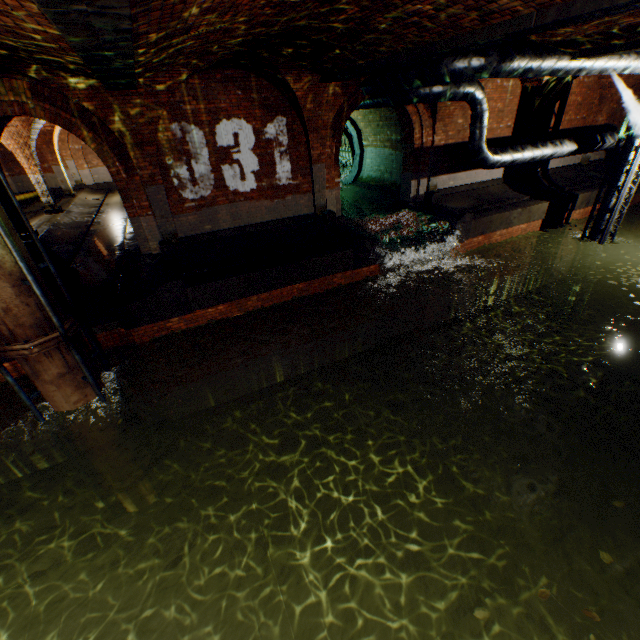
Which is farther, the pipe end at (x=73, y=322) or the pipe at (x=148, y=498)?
the pipe at (x=148, y=498)

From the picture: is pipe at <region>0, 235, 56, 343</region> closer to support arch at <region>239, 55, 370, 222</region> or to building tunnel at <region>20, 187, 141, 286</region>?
building tunnel at <region>20, 187, 141, 286</region>

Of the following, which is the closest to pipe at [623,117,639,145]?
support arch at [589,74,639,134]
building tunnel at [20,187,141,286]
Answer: support arch at [589,74,639,134]

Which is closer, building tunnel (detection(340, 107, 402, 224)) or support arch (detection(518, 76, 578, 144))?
support arch (detection(518, 76, 578, 144))

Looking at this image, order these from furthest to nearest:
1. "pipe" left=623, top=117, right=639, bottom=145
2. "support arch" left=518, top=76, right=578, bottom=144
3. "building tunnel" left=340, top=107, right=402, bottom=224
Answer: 1. "building tunnel" left=340, top=107, right=402, bottom=224
2. "support arch" left=518, top=76, right=578, bottom=144
3. "pipe" left=623, top=117, right=639, bottom=145

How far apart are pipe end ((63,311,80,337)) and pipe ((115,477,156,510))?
4.2m

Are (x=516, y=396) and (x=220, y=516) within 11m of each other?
yes

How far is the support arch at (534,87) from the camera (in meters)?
12.19
